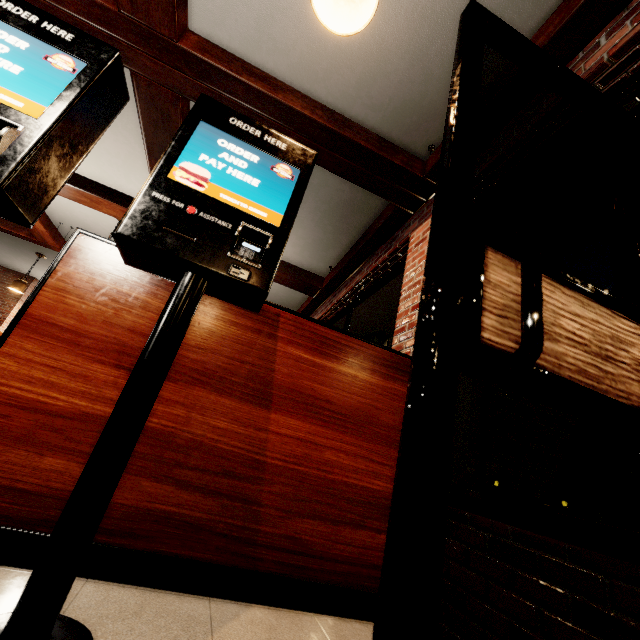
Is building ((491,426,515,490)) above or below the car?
above

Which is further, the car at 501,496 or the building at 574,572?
the car at 501,496

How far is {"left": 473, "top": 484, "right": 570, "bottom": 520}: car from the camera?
11.6 meters

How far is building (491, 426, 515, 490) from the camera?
42.84m

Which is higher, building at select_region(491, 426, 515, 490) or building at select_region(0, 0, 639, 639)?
building at select_region(491, 426, 515, 490)

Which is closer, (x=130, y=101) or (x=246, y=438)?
(x=246, y=438)

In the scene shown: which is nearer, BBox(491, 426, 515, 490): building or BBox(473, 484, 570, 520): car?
BBox(473, 484, 570, 520): car

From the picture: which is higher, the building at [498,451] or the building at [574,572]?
the building at [498,451]
